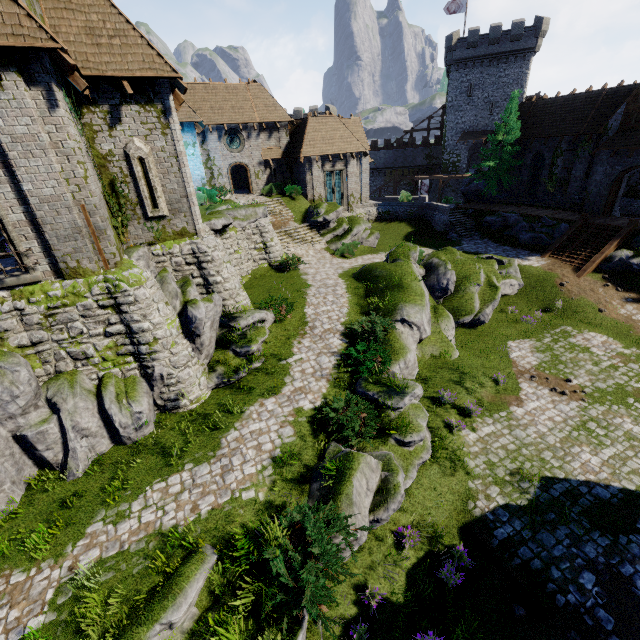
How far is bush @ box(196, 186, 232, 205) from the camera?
26.1 meters

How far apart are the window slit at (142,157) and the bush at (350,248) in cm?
1400

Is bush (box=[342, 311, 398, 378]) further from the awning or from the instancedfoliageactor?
the awning

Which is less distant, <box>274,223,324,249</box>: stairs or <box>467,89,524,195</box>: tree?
<box>274,223,324,249</box>: stairs

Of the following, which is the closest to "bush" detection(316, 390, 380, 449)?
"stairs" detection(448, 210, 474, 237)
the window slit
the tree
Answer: the window slit

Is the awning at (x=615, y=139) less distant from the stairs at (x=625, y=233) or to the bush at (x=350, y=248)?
the stairs at (x=625, y=233)

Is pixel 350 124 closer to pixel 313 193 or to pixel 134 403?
pixel 313 193

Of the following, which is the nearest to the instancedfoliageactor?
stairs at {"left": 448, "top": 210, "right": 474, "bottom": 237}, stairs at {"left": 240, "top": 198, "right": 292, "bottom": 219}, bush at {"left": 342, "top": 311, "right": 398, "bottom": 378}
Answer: bush at {"left": 342, "top": 311, "right": 398, "bottom": 378}
